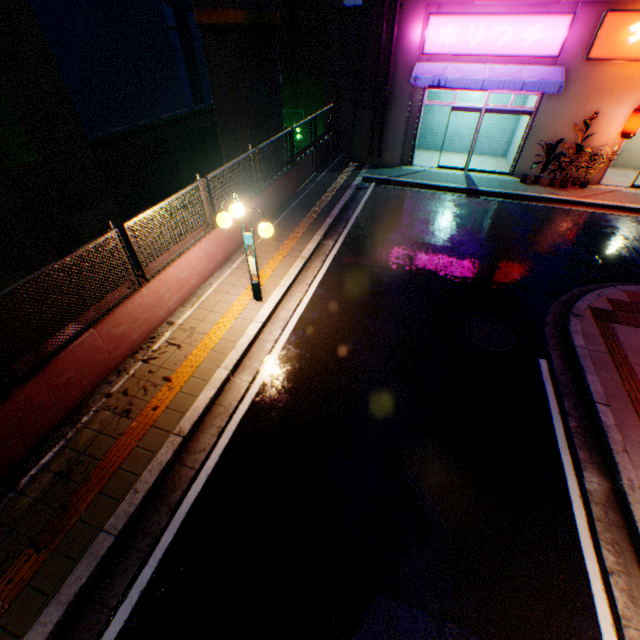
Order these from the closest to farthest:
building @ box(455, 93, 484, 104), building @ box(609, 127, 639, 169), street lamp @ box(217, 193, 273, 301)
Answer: street lamp @ box(217, 193, 273, 301) → building @ box(609, 127, 639, 169) → building @ box(455, 93, 484, 104)

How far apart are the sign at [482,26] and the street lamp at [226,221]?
10.97m

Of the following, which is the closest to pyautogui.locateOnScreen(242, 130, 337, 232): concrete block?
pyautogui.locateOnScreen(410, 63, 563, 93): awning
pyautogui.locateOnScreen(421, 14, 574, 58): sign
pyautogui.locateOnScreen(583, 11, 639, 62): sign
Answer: pyautogui.locateOnScreen(410, 63, 563, 93): awning

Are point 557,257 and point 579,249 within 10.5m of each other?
yes

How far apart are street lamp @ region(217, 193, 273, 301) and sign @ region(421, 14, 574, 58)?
11.0 meters

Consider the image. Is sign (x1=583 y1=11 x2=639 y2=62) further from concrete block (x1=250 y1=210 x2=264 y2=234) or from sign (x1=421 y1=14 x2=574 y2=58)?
concrete block (x1=250 y1=210 x2=264 y2=234)

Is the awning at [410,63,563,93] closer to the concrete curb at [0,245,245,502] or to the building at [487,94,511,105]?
the building at [487,94,511,105]

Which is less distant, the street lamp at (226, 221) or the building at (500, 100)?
the street lamp at (226, 221)
